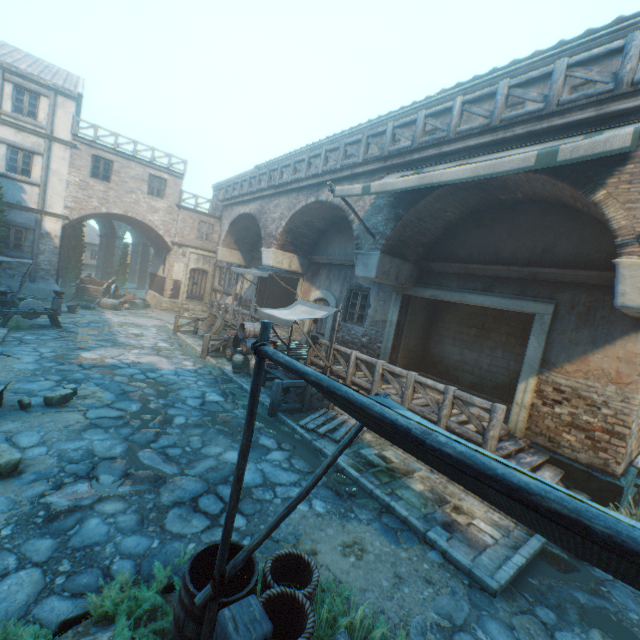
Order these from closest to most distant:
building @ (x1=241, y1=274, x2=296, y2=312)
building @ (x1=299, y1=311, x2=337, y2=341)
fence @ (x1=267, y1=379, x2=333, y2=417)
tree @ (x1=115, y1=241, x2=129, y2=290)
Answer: fence @ (x1=267, y1=379, x2=333, y2=417)
building @ (x1=299, y1=311, x2=337, y2=341)
building @ (x1=241, y1=274, x2=296, y2=312)
tree @ (x1=115, y1=241, x2=129, y2=290)

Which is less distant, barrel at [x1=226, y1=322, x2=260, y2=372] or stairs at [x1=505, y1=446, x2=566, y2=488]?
stairs at [x1=505, y1=446, x2=566, y2=488]

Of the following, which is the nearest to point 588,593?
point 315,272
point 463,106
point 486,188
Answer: point 486,188

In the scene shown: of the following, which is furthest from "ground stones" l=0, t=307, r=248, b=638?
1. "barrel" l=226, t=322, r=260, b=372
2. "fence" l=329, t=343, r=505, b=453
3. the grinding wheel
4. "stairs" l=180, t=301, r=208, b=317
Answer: "stairs" l=180, t=301, r=208, b=317

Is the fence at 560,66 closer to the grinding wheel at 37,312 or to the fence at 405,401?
the fence at 405,401

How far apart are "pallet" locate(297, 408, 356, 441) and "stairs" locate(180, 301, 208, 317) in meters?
15.6 m

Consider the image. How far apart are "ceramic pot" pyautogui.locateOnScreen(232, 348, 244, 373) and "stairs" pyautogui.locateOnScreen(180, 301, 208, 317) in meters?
11.7 m

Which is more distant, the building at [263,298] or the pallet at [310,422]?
the building at [263,298]
